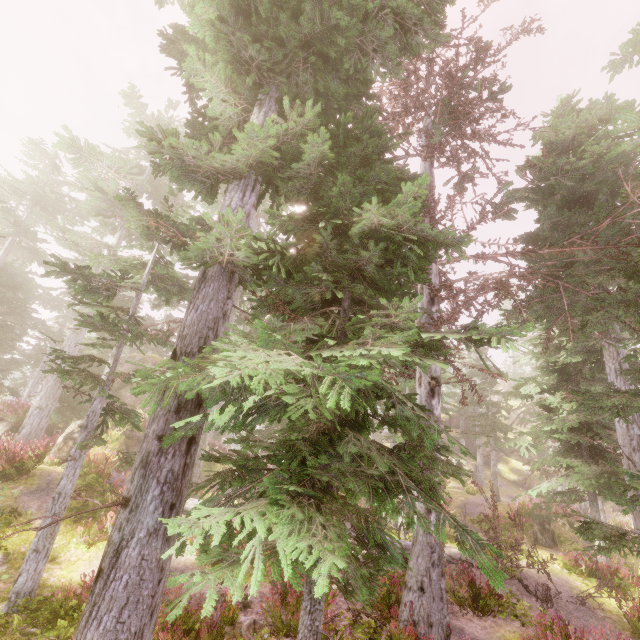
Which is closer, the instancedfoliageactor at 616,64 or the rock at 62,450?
the instancedfoliageactor at 616,64

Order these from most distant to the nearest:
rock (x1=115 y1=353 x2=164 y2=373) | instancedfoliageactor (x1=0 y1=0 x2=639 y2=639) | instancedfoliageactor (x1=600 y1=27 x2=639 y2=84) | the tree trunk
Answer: rock (x1=115 y1=353 x2=164 y2=373), the tree trunk, instancedfoliageactor (x1=600 y1=27 x2=639 y2=84), instancedfoliageactor (x1=0 y1=0 x2=639 y2=639)

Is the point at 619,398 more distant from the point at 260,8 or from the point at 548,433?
the point at 548,433

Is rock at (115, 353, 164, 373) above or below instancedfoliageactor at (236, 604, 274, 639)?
above

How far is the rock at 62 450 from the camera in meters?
13.2

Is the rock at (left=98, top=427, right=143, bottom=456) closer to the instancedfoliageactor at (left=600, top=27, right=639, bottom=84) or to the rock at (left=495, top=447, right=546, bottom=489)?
the instancedfoliageactor at (left=600, top=27, right=639, bottom=84)

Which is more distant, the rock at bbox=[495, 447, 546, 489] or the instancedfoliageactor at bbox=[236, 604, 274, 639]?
the rock at bbox=[495, 447, 546, 489]

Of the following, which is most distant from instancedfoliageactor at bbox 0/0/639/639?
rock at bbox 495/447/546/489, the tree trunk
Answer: the tree trunk
